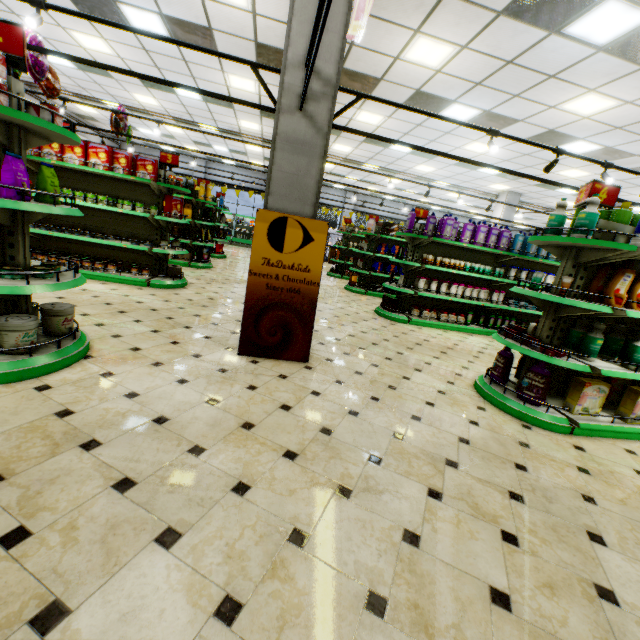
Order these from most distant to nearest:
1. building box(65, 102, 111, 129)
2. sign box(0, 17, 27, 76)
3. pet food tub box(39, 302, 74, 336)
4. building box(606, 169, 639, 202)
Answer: building box(65, 102, 111, 129), building box(606, 169, 639, 202), pet food tub box(39, 302, 74, 336), sign box(0, 17, 27, 76)

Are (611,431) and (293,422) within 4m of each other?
yes

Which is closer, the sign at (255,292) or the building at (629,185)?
the sign at (255,292)

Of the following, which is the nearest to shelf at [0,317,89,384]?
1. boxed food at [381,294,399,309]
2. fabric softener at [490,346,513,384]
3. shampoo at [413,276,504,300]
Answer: fabric softener at [490,346,513,384]

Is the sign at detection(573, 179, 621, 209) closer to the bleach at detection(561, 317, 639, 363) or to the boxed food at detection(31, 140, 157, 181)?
the bleach at detection(561, 317, 639, 363)

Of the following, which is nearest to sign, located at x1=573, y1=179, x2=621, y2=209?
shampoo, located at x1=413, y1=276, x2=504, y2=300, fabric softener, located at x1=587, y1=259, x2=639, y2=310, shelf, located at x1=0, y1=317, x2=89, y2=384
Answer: fabric softener, located at x1=587, y1=259, x2=639, y2=310

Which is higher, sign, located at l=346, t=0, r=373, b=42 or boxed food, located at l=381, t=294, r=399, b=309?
sign, located at l=346, t=0, r=373, b=42

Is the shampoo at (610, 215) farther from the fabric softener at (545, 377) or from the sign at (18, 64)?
the sign at (18, 64)
